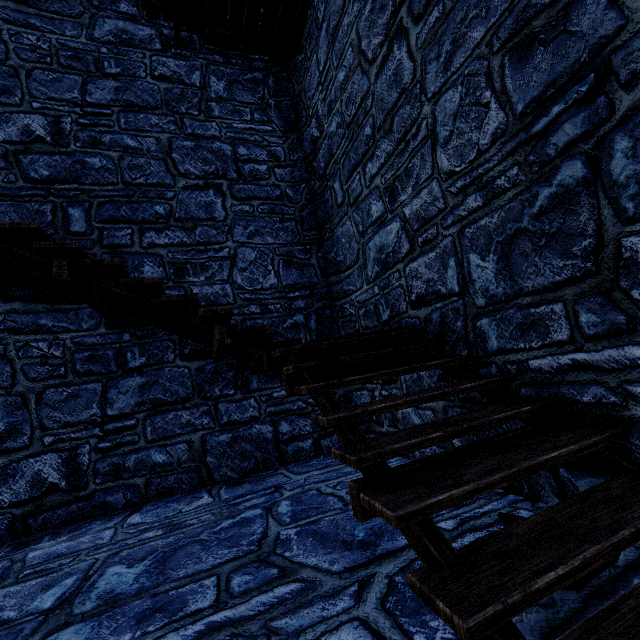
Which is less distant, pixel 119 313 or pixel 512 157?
pixel 512 157
